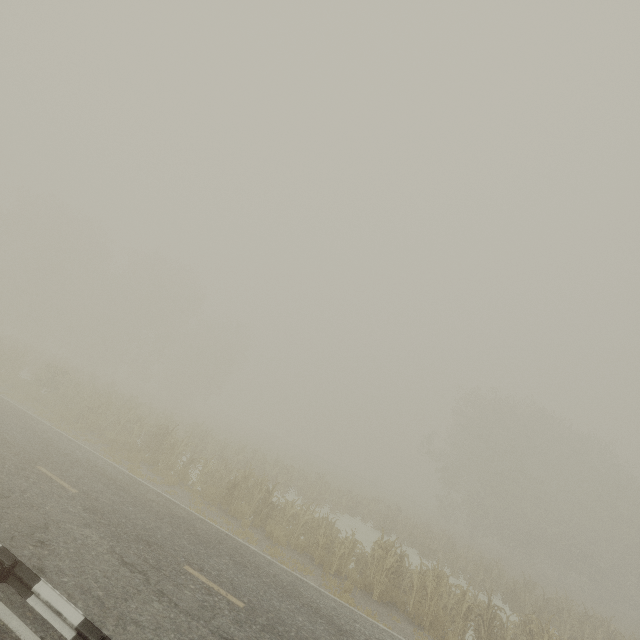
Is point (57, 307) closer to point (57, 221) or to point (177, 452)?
point (57, 221)

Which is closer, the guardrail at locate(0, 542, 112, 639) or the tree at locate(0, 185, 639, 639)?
the guardrail at locate(0, 542, 112, 639)

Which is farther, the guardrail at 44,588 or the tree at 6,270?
the tree at 6,270
